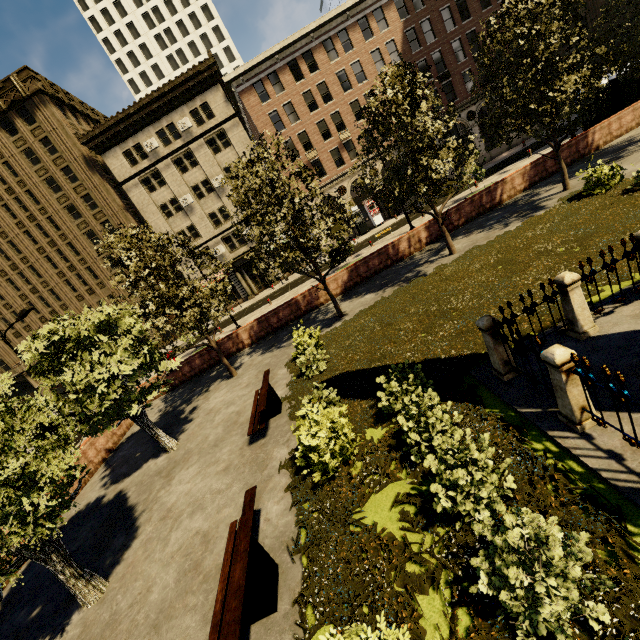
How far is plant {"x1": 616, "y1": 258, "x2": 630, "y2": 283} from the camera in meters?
7.4

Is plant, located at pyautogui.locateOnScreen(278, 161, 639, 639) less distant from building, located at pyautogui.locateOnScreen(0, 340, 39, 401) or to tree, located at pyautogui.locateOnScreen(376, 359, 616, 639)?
tree, located at pyautogui.locateOnScreen(376, 359, 616, 639)

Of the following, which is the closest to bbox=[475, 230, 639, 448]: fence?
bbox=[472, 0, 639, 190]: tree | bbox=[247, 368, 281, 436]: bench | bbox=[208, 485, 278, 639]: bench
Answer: bbox=[472, 0, 639, 190]: tree

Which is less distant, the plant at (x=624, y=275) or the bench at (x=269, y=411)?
the plant at (x=624, y=275)

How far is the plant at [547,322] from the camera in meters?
7.2 m

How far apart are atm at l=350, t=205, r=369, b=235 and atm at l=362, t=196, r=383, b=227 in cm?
80

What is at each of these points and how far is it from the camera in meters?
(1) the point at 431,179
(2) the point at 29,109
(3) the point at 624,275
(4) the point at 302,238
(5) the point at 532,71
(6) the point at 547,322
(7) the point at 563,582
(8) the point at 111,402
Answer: (1) tree, 13.7
(2) building, 31.1
(3) plant, 7.4
(4) tree, 13.5
(5) tree, 12.4
(6) plant, 7.3
(7) tree, 3.2
(8) tree, 9.8

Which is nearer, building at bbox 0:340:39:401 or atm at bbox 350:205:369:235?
atm at bbox 350:205:369:235
